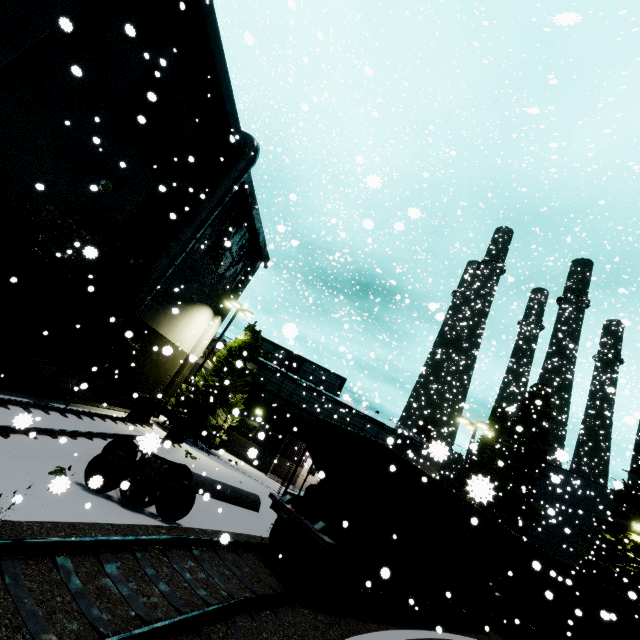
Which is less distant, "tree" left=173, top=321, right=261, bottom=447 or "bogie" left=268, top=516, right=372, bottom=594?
"bogie" left=268, top=516, right=372, bottom=594

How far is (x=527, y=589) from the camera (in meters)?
16.16

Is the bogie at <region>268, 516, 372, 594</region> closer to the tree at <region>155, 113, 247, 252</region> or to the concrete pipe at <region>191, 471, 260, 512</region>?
the tree at <region>155, 113, 247, 252</region>

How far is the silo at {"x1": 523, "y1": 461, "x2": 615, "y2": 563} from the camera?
30.11m

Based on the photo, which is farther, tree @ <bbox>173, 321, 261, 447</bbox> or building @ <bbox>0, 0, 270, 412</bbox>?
tree @ <bbox>173, 321, 261, 447</bbox>

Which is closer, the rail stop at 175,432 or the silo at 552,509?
the rail stop at 175,432

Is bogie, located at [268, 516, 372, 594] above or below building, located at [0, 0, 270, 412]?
below

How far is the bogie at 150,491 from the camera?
8.2m
